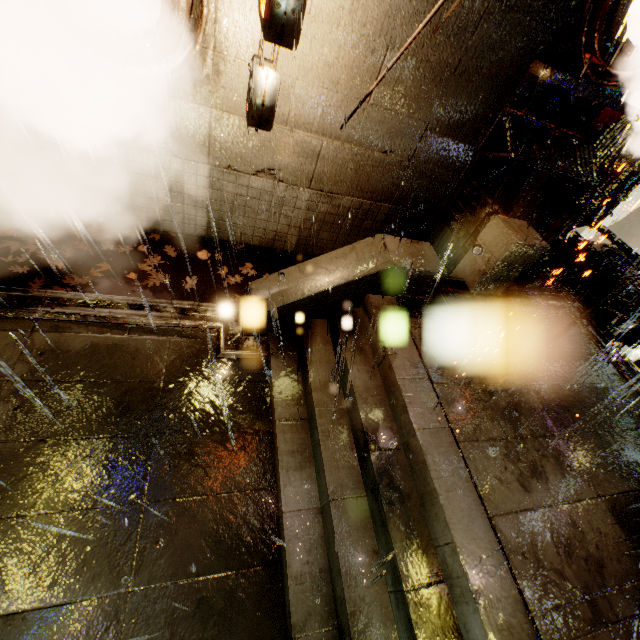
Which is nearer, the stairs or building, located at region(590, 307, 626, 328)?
the stairs

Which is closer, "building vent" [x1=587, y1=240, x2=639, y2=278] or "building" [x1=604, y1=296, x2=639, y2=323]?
"building" [x1=604, y1=296, x2=639, y2=323]

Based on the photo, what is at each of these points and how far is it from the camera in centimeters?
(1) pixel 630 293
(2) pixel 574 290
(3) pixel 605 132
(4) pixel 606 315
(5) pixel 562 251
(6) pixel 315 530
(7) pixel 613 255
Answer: (1) building, 1016cm
(2) building vent, 1373cm
(3) building, 777cm
(4) building, 870cm
(5) building, 1092cm
(6) stairs, 423cm
(7) building vent, 1453cm

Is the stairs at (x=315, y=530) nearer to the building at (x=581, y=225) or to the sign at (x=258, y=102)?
the building at (x=581, y=225)

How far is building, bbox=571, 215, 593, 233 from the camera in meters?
9.3

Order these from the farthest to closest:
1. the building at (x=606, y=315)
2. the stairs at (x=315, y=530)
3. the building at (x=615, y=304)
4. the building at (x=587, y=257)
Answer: the building at (x=587, y=257)
the building at (x=615, y=304)
the building at (x=606, y=315)
the stairs at (x=315, y=530)

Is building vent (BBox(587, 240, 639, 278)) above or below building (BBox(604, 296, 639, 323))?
below
